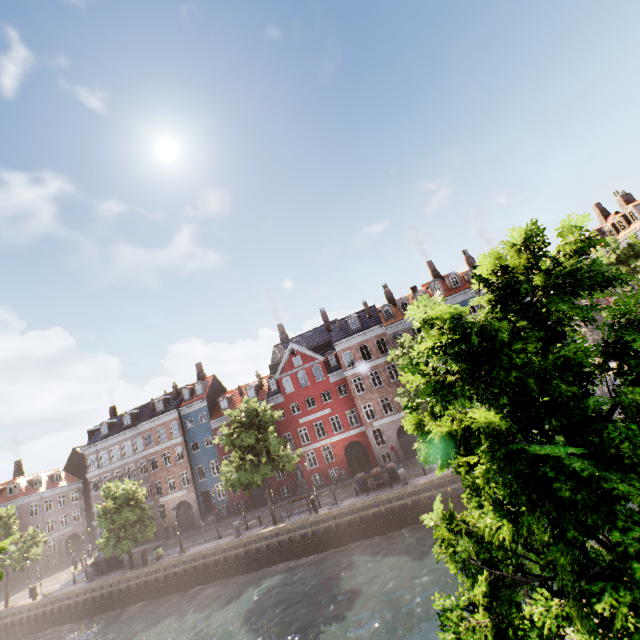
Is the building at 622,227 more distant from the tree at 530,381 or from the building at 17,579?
the building at 17,579

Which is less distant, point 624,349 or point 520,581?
point 624,349

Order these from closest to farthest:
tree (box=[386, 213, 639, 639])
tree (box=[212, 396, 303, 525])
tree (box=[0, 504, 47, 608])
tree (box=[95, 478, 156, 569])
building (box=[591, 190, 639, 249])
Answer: tree (box=[386, 213, 639, 639]) < tree (box=[212, 396, 303, 525]) < tree (box=[95, 478, 156, 569]) < tree (box=[0, 504, 47, 608]) < building (box=[591, 190, 639, 249])

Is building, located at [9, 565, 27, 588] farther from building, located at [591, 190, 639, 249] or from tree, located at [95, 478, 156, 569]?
building, located at [591, 190, 639, 249]

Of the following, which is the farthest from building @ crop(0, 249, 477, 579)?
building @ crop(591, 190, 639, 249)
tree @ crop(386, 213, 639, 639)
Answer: building @ crop(591, 190, 639, 249)

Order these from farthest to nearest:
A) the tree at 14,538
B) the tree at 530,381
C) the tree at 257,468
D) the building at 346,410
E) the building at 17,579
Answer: the building at 17,579, the building at 346,410, the tree at 14,538, the tree at 257,468, the tree at 530,381

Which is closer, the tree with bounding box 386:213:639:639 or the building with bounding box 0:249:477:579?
the tree with bounding box 386:213:639:639
